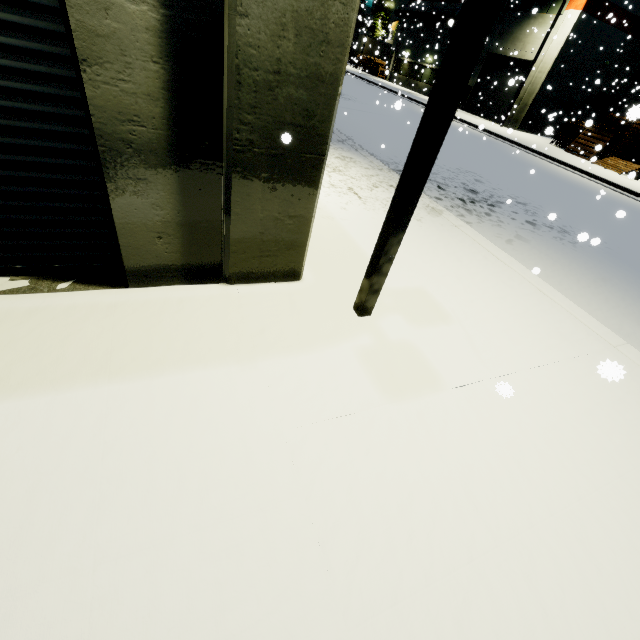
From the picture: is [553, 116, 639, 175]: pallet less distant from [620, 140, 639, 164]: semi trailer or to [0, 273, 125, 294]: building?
[0, 273, 125, 294]: building

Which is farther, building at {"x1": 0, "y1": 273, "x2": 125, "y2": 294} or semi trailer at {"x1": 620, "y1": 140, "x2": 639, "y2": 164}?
semi trailer at {"x1": 620, "y1": 140, "x2": 639, "y2": 164}

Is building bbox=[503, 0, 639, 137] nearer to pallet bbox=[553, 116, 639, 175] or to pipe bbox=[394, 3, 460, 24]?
pipe bbox=[394, 3, 460, 24]

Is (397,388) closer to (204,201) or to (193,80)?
(204,201)

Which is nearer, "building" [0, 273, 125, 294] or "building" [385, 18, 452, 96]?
"building" [0, 273, 125, 294]

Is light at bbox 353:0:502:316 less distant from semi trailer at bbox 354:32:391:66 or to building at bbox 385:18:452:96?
building at bbox 385:18:452:96

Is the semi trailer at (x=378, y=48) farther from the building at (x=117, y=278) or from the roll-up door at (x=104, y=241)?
the roll-up door at (x=104, y=241)

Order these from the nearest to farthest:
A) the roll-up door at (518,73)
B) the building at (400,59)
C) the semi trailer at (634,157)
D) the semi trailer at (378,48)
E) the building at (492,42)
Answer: the building at (492,42), the semi trailer at (634,157), the roll-up door at (518,73), the building at (400,59), the semi trailer at (378,48)
